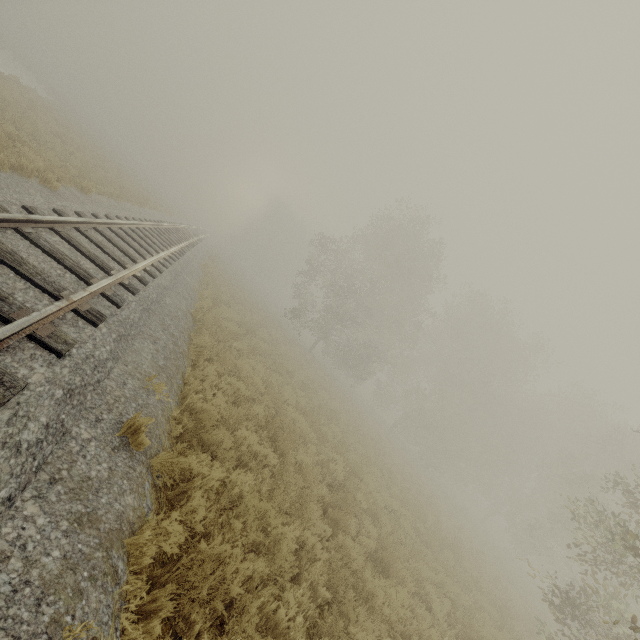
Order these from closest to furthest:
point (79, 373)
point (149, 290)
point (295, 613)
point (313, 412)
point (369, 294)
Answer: point (79, 373)
point (295, 613)
point (149, 290)
point (313, 412)
point (369, 294)
